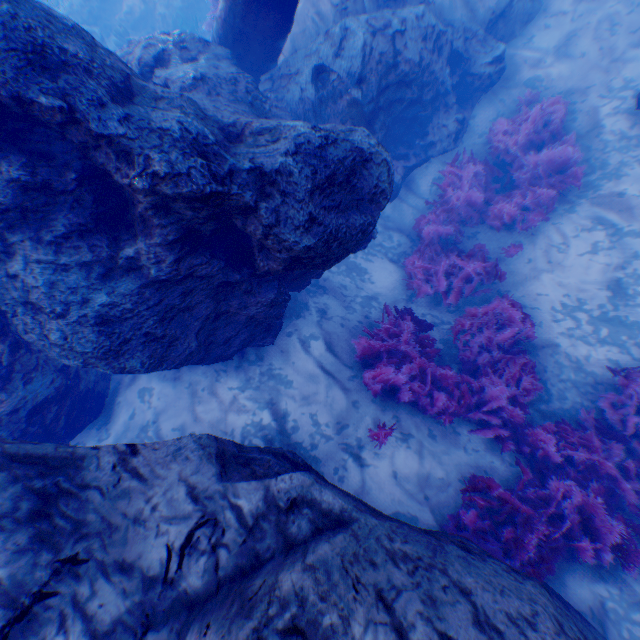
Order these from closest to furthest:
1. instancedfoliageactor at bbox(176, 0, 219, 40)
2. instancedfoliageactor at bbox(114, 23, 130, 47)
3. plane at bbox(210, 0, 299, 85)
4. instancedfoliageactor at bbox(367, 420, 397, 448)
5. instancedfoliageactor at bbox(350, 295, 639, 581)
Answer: instancedfoliageactor at bbox(350, 295, 639, 581)
instancedfoliageactor at bbox(367, 420, 397, 448)
plane at bbox(210, 0, 299, 85)
instancedfoliageactor at bbox(176, 0, 219, 40)
instancedfoliageactor at bbox(114, 23, 130, 47)

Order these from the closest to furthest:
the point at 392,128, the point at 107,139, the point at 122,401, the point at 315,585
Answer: the point at 315,585 < the point at 107,139 < the point at 122,401 < the point at 392,128

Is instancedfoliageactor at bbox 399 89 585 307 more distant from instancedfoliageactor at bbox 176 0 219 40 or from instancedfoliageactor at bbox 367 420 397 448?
instancedfoliageactor at bbox 176 0 219 40

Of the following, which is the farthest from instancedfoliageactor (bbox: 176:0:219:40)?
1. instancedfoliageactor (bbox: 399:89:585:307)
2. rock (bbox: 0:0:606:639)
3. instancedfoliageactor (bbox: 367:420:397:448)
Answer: instancedfoliageactor (bbox: 367:420:397:448)

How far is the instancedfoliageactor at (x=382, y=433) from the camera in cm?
497

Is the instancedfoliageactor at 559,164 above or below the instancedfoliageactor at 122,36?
below

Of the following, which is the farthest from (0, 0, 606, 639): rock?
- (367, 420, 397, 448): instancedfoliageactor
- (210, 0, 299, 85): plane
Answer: (367, 420, 397, 448): instancedfoliageactor

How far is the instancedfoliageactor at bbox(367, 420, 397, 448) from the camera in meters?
5.0 m
